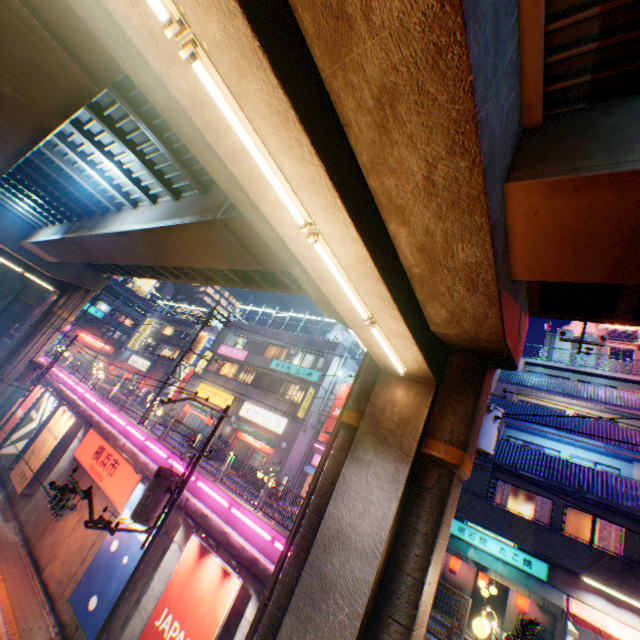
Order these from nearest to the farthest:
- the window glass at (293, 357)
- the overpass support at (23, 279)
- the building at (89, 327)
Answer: the window glass at (293, 357) < the overpass support at (23, 279) < the building at (89, 327)

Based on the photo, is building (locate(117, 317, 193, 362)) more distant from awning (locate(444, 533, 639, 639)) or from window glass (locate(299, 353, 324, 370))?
awning (locate(444, 533, 639, 639))

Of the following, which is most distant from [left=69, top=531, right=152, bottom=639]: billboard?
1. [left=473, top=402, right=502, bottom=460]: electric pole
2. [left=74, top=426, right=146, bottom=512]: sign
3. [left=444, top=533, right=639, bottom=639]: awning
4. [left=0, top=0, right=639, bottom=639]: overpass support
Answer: [left=444, top=533, right=639, bottom=639]: awning

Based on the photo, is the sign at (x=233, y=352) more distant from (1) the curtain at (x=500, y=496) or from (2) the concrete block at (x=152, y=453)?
(1) the curtain at (x=500, y=496)

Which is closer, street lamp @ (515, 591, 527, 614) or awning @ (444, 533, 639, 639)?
awning @ (444, 533, 639, 639)

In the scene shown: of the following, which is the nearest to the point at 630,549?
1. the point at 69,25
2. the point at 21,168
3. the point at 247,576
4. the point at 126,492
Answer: the point at 247,576

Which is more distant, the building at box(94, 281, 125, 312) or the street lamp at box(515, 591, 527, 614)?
the building at box(94, 281, 125, 312)

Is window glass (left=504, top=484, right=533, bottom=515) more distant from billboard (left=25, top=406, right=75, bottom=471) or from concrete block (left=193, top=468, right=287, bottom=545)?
billboard (left=25, top=406, right=75, bottom=471)
